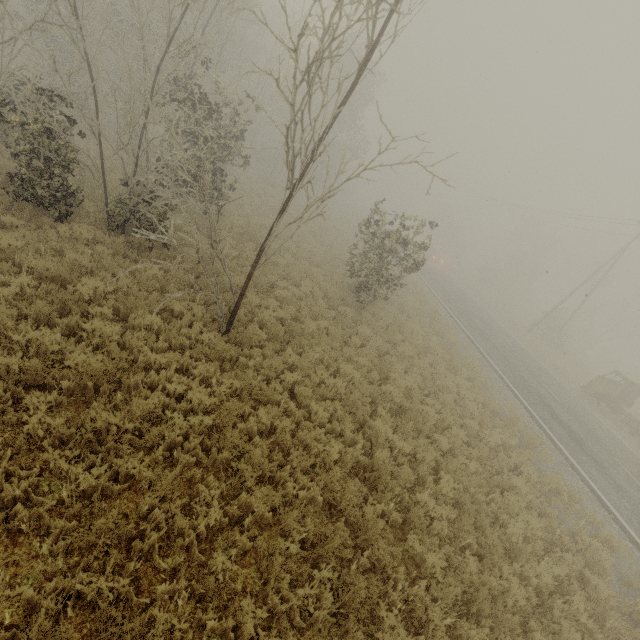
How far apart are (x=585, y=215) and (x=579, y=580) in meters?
33.4

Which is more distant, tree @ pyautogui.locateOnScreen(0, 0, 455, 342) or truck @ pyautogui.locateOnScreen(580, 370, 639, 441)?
truck @ pyautogui.locateOnScreen(580, 370, 639, 441)

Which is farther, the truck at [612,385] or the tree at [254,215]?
the truck at [612,385]
